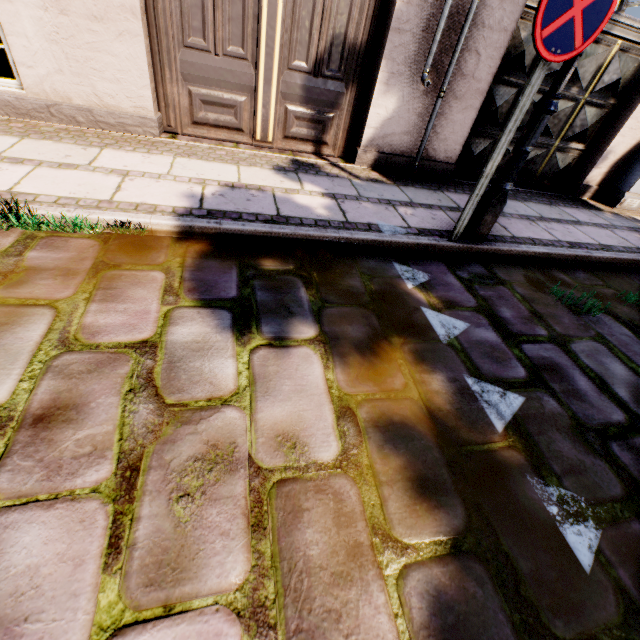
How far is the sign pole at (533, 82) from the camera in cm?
226

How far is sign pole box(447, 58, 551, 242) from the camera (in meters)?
2.26

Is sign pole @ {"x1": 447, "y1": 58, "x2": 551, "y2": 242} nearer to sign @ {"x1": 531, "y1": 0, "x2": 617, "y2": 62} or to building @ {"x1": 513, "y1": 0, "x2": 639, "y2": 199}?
sign @ {"x1": 531, "y1": 0, "x2": 617, "y2": 62}

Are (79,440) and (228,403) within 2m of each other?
yes

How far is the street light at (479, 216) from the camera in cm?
240

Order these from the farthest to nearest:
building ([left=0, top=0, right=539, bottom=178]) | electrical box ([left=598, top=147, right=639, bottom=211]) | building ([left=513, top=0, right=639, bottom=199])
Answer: electrical box ([left=598, top=147, right=639, bottom=211]) < building ([left=513, top=0, right=639, bottom=199]) < building ([left=0, top=0, right=539, bottom=178])

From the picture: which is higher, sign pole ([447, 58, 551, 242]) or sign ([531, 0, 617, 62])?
sign ([531, 0, 617, 62])

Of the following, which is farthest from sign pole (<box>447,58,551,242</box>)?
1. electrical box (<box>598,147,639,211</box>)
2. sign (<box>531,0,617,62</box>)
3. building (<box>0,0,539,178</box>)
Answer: building (<box>0,0,539,178</box>)
